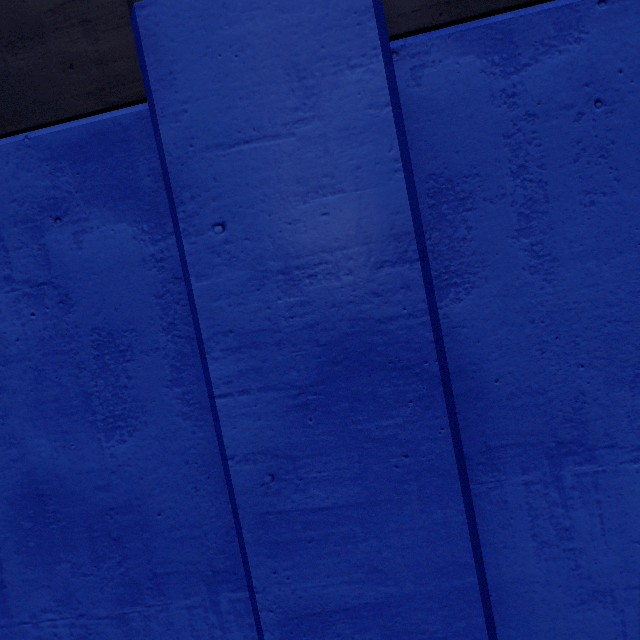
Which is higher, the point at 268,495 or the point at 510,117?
the point at 510,117
